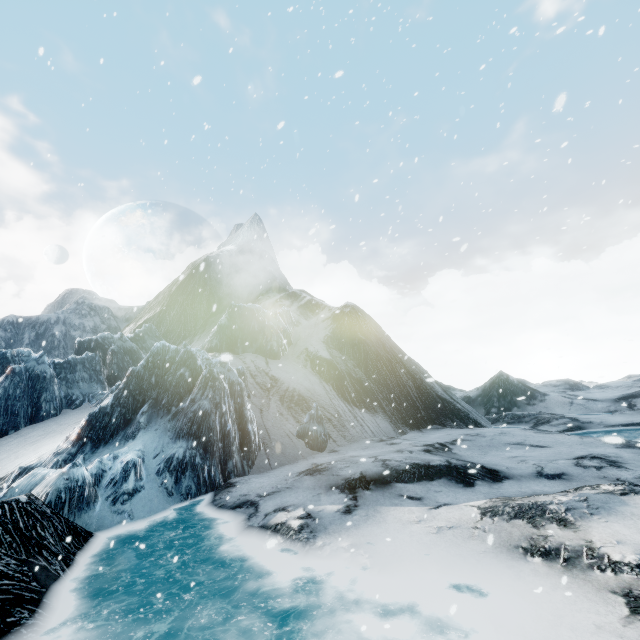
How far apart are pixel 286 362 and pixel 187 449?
10.44m
